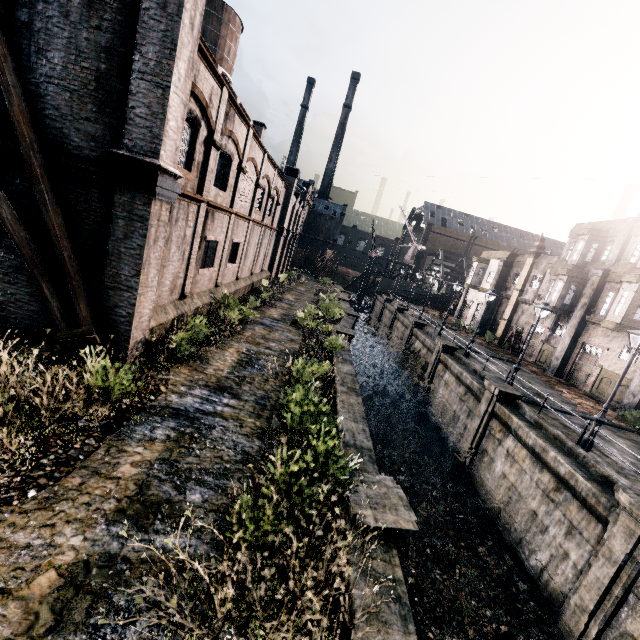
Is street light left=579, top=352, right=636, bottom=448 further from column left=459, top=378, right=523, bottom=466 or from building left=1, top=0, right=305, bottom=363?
→ building left=1, top=0, right=305, bottom=363

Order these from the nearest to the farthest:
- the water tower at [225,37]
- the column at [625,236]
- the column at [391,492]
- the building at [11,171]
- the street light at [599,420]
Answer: the column at [391,492] < the building at [11,171] < the street light at [599,420] < the column at [625,236] < the water tower at [225,37]

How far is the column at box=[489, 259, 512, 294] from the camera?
38.8m

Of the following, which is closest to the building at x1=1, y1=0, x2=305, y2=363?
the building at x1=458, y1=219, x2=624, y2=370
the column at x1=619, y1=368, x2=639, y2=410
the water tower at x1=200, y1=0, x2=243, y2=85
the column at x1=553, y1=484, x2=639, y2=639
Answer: the water tower at x1=200, y1=0, x2=243, y2=85

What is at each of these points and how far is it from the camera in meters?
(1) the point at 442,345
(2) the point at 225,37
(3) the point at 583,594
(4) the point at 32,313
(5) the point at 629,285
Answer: (1) column, 26.8 m
(2) water tower, 35.0 m
(3) column, 10.8 m
(4) building, 10.6 m
(5) building, 22.8 m

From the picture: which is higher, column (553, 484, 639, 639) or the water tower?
the water tower

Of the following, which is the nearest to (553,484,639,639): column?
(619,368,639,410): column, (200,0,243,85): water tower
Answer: (619,368,639,410): column

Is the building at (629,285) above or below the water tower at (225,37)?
below
